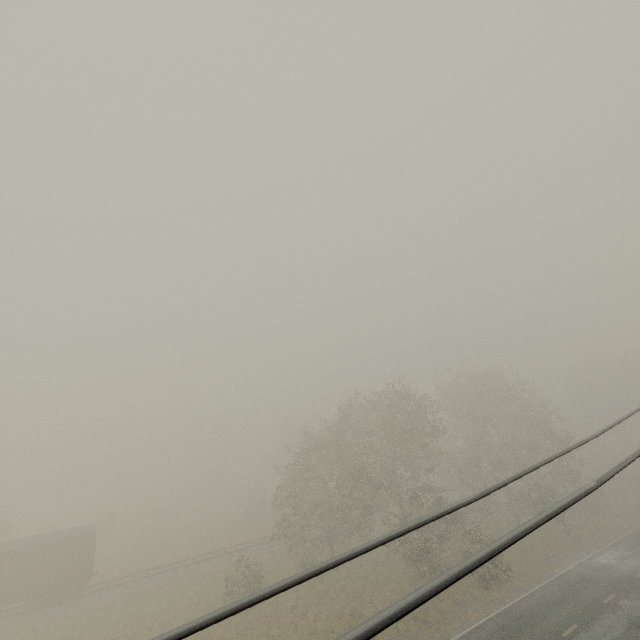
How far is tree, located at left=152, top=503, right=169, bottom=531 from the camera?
44.1 meters

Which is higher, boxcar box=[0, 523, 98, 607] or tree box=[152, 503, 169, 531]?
boxcar box=[0, 523, 98, 607]

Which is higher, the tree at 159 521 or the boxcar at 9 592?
the boxcar at 9 592

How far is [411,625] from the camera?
19.58m

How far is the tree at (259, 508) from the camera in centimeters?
4453cm

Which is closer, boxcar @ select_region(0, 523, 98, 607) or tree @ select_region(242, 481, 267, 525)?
boxcar @ select_region(0, 523, 98, 607)
